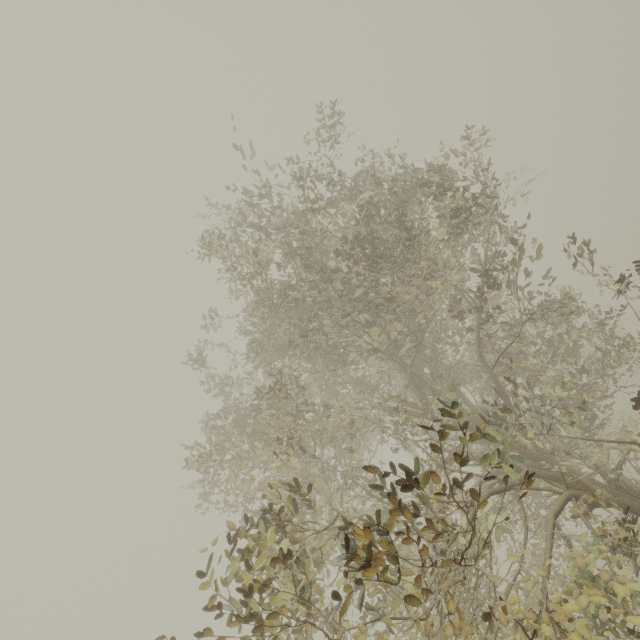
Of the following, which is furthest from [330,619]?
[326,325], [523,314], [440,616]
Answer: [523,314]
